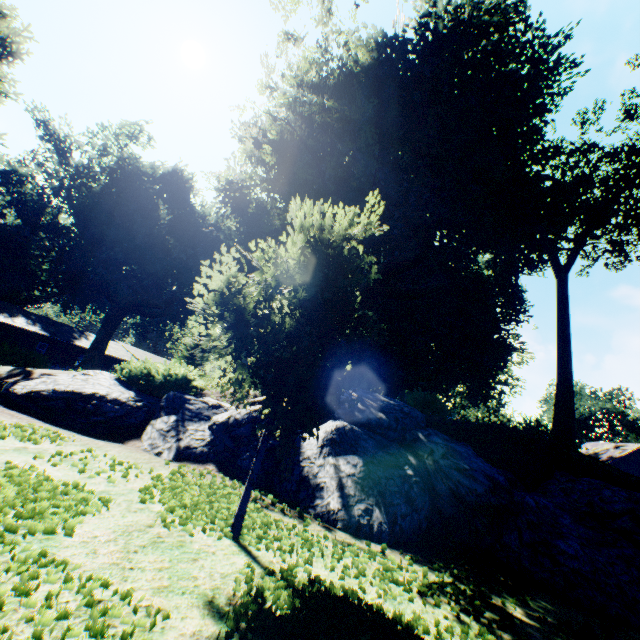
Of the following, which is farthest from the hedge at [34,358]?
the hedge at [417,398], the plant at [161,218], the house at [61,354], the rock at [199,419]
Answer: the hedge at [417,398]

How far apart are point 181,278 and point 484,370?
37.15m

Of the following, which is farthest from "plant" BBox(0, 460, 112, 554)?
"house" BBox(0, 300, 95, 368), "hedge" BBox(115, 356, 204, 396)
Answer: "hedge" BBox(115, 356, 204, 396)

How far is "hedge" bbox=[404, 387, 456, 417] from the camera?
13.7 meters

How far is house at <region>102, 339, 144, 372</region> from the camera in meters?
44.6 m

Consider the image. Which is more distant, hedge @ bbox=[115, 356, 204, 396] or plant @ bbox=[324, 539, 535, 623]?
hedge @ bbox=[115, 356, 204, 396]

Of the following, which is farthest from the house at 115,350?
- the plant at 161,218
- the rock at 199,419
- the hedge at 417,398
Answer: the hedge at 417,398
